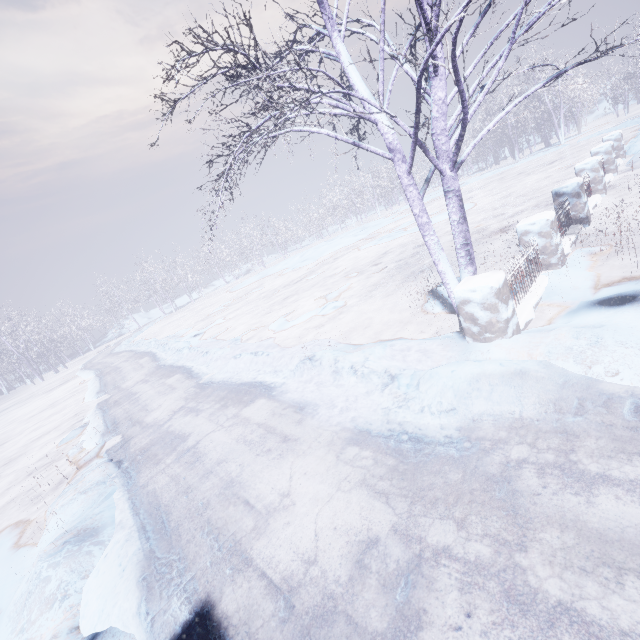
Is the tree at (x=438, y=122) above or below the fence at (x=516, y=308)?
above

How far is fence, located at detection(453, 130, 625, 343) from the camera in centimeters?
345cm

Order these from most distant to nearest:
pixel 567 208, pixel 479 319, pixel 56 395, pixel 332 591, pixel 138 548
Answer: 1. pixel 56 395
2. pixel 567 208
3. pixel 479 319
4. pixel 138 548
5. pixel 332 591

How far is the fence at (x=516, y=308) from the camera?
3.5 meters

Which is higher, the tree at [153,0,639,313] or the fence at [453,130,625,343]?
the tree at [153,0,639,313]
